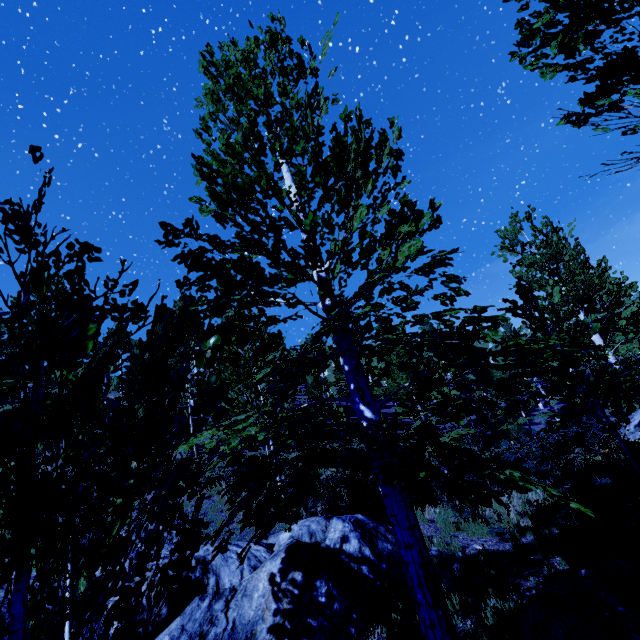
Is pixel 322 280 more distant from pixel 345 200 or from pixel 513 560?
pixel 513 560

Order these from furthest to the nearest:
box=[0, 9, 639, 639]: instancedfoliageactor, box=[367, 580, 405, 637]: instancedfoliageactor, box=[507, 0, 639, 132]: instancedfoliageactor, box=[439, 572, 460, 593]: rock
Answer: box=[439, 572, 460, 593]: rock
box=[367, 580, 405, 637]: instancedfoliageactor
box=[507, 0, 639, 132]: instancedfoliageactor
box=[0, 9, 639, 639]: instancedfoliageactor

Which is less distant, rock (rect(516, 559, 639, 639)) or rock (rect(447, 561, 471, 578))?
rock (rect(516, 559, 639, 639))

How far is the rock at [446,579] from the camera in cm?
556

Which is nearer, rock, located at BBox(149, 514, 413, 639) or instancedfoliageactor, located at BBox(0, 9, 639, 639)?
instancedfoliageactor, located at BBox(0, 9, 639, 639)

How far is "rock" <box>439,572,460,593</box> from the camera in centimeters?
556cm
